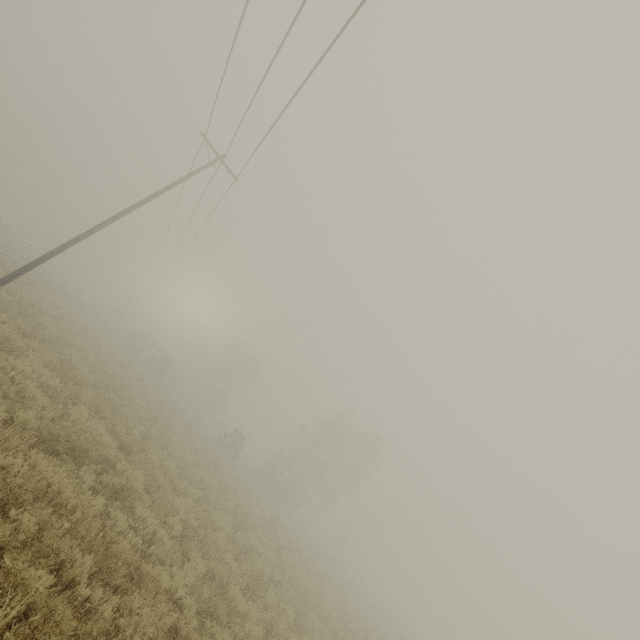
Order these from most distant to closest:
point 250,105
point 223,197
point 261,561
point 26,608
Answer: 1. point 223,197
2. point 250,105
3. point 261,561
4. point 26,608
